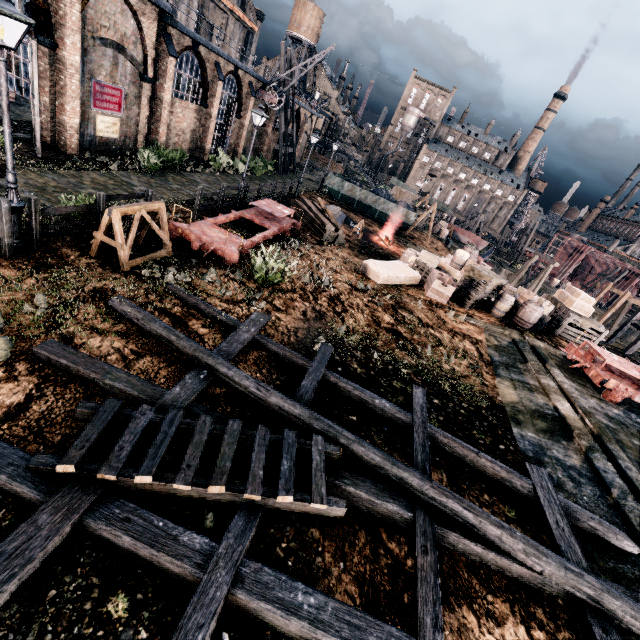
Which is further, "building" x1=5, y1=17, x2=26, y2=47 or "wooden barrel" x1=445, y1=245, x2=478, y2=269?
"wooden barrel" x1=445, y1=245, x2=478, y2=269

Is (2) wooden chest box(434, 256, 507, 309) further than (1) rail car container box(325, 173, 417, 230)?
No

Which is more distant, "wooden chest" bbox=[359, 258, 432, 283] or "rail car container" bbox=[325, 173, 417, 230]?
"rail car container" bbox=[325, 173, 417, 230]

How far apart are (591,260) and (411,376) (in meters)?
68.49

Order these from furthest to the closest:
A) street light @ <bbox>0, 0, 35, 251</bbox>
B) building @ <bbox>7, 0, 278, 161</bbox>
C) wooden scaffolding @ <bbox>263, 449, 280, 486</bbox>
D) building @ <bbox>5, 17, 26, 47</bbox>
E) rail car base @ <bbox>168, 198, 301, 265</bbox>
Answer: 1. building @ <bbox>7, 0, 278, 161</bbox>
2. building @ <bbox>5, 17, 26, 47</bbox>
3. rail car base @ <bbox>168, 198, 301, 265</bbox>
4. street light @ <bbox>0, 0, 35, 251</bbox>
5. wooden scaffolding @ <bbox>263, 449, 280, 486</bbox>

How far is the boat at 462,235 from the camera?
48.8 meters

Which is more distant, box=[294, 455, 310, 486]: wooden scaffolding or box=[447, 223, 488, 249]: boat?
box=[447, 223, 488, 249]: boat

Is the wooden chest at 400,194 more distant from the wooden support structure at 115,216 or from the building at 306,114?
the wooden support structure at 115,216
